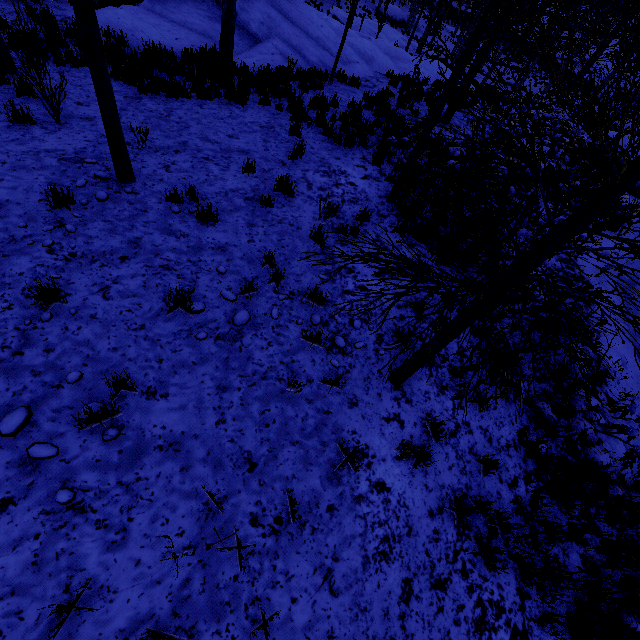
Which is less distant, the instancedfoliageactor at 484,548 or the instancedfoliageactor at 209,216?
the instancedfoliageactor at 484,548

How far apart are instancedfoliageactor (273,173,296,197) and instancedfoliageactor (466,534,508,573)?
6.10m

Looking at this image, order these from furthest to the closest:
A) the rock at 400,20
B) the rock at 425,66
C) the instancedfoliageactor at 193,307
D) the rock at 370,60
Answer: the rock at 400,20, the rock at 425,66, the rock at 370,60, the instancedfoliageactor at 193,307

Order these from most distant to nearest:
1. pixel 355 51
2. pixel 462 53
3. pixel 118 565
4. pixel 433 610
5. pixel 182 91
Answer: pixel 355 51 → pixel 182 91 → pixel 433 610 → pixel 118 565 → pixel 462 53

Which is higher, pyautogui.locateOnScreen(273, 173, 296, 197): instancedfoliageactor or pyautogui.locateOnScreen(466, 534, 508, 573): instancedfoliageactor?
pyautogui.locateOnScreen(273, 173, 296, 197): instancedfoliageactor

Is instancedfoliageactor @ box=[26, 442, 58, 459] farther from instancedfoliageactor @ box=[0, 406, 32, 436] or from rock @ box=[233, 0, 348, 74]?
rock @ box=[233, 0, 348, 74]

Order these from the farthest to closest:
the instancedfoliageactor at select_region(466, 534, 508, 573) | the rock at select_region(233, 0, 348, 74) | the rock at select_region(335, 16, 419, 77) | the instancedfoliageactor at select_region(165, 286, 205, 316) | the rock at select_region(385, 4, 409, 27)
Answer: the rock at select_region(385, 4, 409, 27) < the rock at select_region(335, 16, 419, 77) < the rock at select_region(233, 0, 348, 74) < the instancedfoliageactor at select_region(165, 286, 205, 316) < the instancedfoliageactor at select_region(466, 534, 508, 573)

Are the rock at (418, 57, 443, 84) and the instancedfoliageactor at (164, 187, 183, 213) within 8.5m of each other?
no
